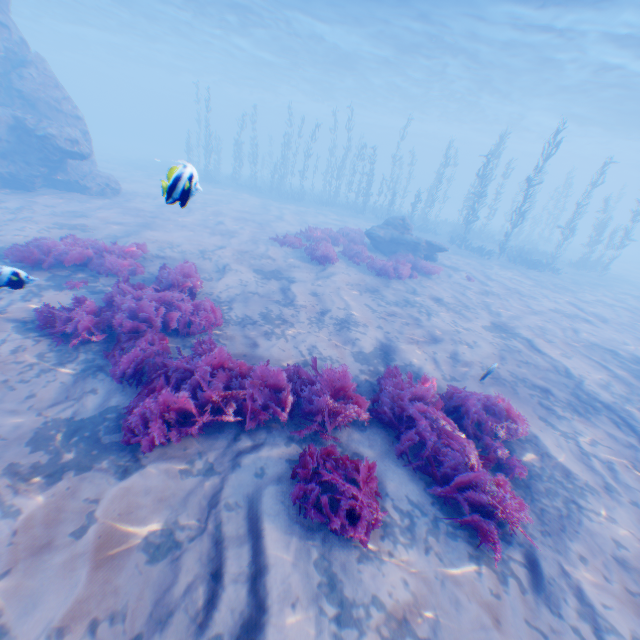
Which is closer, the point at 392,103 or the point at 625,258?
the point at 625,258

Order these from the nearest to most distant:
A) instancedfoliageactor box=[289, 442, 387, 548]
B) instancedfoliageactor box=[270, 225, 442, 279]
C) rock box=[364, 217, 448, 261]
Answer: instancedfoliageactor box=[289, 442, 387, 548], instancedfoliageactor box=[270, 225, 442, 279], rock box=[364, 217, 448, 261]

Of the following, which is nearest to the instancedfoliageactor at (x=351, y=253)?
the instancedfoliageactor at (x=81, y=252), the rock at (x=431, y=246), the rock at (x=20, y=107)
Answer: the rock at (x=431, y=246)

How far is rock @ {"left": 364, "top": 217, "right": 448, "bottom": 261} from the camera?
16.3m

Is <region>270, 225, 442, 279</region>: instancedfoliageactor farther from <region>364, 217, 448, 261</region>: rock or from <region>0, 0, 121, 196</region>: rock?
<region>0, 0, 121, 196</region>: rock

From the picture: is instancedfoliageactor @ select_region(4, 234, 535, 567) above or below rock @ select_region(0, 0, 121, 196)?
below

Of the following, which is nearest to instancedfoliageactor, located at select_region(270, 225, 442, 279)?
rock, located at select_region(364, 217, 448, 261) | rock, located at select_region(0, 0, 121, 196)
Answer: rock, located at select_region(364, 217, 448, 261)

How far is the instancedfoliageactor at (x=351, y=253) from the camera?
13.0m
